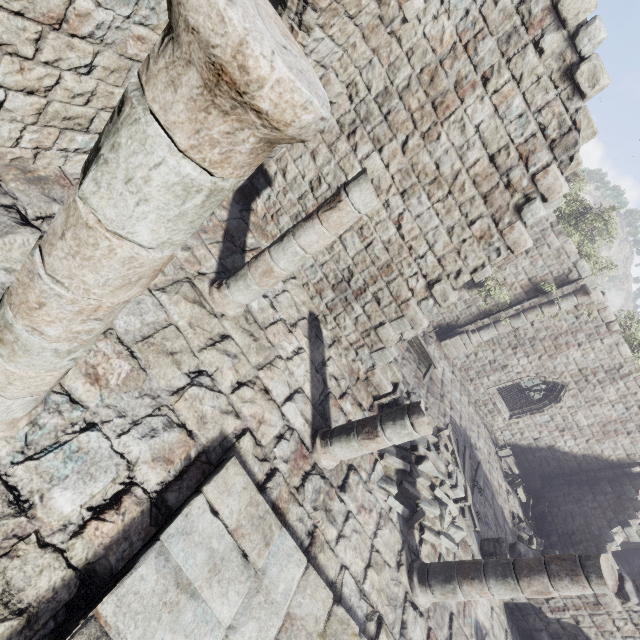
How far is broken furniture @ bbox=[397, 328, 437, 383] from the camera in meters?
12.3

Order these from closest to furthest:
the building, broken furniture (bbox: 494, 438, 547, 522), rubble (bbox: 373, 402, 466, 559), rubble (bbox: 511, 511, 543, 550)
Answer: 1. the building
2. rubble (bbox: 373, 402, 466, 559)
3. rubble (bbox: 511, 511, 543, 550)
4. broken furniture (bbox: 494, 438, 547, 522)

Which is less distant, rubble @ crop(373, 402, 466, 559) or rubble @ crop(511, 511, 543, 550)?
rubble @ crop(373, 402, 466, 559)

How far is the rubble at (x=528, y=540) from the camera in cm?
1226

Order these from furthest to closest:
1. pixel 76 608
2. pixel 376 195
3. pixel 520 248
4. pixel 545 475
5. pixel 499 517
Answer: pixel 545 475 < pixel 499 517 < pixel 376 195 < pixel 520 248 < pixel 76 608

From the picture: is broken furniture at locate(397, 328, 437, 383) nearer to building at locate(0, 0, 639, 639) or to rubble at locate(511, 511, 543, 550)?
building at locate(0, 0, 639, 639)

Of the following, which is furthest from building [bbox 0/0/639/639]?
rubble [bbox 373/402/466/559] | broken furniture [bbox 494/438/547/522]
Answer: broken furniture [bbox 494/438/547/522]

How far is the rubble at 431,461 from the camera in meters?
7.2
